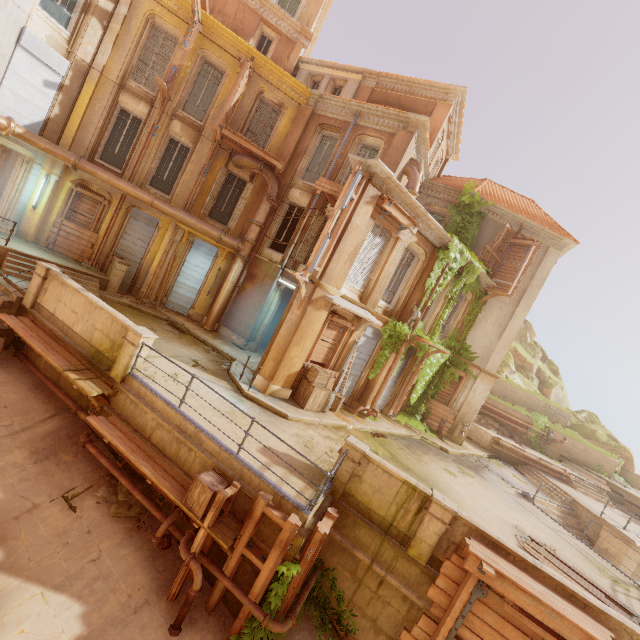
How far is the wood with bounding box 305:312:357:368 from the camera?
12.62m

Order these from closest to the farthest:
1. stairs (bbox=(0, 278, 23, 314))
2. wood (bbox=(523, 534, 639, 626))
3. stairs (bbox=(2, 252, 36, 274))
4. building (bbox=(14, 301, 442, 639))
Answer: building (bbox=(14, 301, 442, 639)) < wood (bbox=(523, 534, 639, 626)) < stairs (bbox=(0, 278, 23, 314)) < stairs (bbox=(2, 252, 36, 274))

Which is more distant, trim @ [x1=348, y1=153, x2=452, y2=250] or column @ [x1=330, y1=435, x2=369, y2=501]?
trim @ [x1=348, y1=153, x2=452, y2=250]

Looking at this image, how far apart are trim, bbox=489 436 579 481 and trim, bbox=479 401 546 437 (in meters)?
2.02

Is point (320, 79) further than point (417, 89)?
Yes

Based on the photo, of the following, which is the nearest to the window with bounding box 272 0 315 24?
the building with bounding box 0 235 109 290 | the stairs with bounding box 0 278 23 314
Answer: the building with bounding box 0 235 109 290

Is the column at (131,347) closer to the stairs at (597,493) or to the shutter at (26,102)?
the shutter at (26,102)

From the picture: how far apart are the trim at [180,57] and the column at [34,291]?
9.2m
